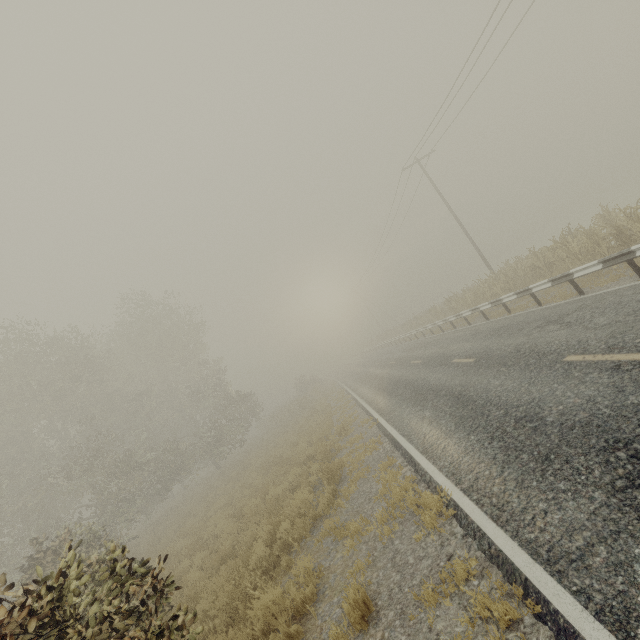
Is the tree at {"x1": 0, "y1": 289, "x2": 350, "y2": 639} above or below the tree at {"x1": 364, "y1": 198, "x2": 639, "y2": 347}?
above

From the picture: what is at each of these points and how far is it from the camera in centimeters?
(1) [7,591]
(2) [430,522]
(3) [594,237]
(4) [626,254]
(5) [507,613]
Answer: (1) tree, 375cm
(2) tree, 491cm
(3) tree, 1121cm
(4) guardrail, 835cm
(5) tree, 304cm

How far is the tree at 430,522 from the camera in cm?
503

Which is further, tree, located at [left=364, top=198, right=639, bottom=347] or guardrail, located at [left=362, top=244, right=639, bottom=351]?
tree, located at [left=364, top=198, right=639, bottom=347]

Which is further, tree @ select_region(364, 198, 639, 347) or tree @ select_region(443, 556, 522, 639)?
tree @ select_region(364, 198, 639, 347)

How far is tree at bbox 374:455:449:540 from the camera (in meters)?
5.03

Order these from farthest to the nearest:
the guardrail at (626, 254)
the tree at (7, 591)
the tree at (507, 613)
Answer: the guardrail at (626, 254)
the tree at (7, 591)
the tree at (507, 613)

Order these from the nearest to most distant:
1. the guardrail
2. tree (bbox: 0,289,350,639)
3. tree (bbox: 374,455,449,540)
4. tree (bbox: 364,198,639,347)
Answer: tree (bbox: 0,289,350,639)
tree (bbox: 374,455,449,540)
the guardrail
tree (bbox: 364,198,639,347)
